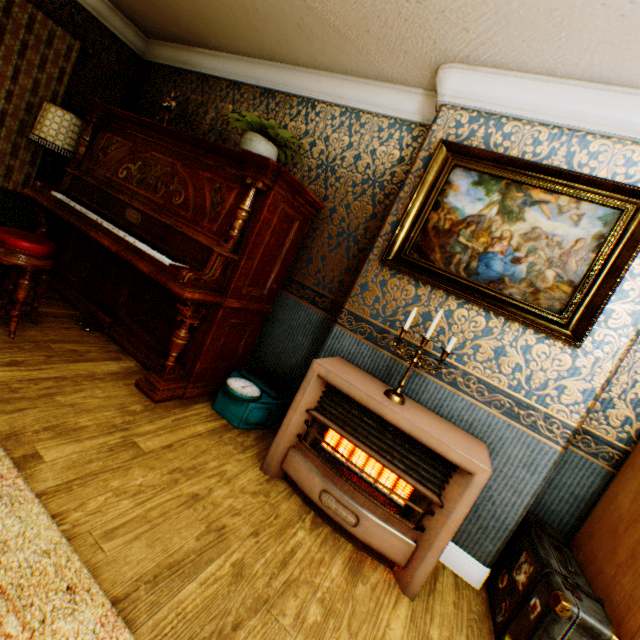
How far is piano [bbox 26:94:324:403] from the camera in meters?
2.5

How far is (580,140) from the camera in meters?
2.1

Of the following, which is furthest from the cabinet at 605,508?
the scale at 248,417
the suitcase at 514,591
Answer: the scale at 248,417

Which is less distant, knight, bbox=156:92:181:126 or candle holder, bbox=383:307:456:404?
candle holder, bbox=383:307:456:404

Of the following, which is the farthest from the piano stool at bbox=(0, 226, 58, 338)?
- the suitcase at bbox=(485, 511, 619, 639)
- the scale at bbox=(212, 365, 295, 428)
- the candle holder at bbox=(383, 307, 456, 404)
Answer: the suitcase at bbox=(485, 511, 619, 639)

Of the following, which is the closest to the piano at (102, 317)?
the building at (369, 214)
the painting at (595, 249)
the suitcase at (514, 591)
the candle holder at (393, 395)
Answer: the building at (369, 214)

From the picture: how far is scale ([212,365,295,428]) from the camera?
2.6 meters

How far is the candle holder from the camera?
2.0 meters
